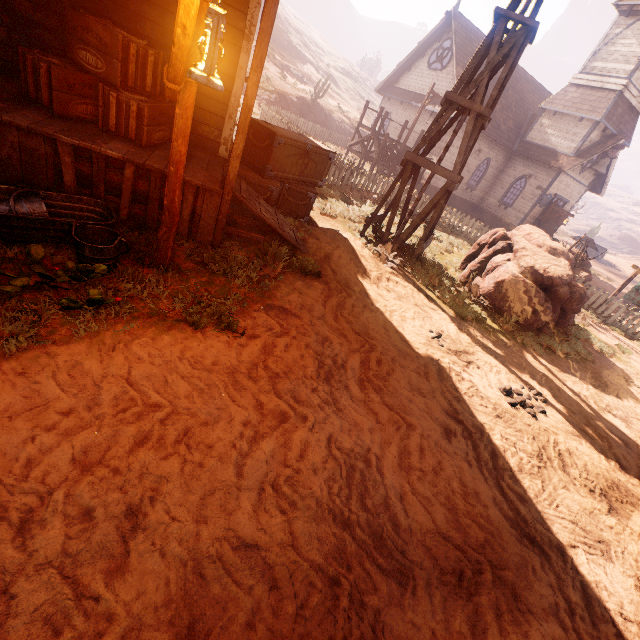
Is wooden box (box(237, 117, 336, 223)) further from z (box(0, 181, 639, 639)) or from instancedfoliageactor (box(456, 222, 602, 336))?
instancedfoliageactor (box(456, 222, 602, 336))

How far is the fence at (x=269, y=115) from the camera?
18.1 meters

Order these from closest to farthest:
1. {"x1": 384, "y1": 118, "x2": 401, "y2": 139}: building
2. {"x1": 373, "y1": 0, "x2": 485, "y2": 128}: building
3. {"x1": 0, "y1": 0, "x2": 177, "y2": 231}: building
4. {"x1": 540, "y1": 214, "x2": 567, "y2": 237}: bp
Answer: {"x1": 0, "y1": 0, "x2": 177, "y2": 231}: building, {"x1": 373, "y1": 0, "x2": 485, "y2": 128}: building, {"x1": 540, "y1": 214, "x2": 567, "y2": 237}: bp, {"x1": 384, "y1": 118, "x2": 401, "y2": 139}: building

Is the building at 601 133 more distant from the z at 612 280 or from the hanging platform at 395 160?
the hanging platform at 395 160

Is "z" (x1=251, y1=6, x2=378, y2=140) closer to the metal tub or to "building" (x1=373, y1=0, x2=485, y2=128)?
"building" (x1=373, y1=0, x2=485, y2=128)

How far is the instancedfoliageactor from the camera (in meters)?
7.89

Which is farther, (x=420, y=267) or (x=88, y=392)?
(x=420, y=267)

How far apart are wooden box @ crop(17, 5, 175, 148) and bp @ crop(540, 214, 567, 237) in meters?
24.7 m
